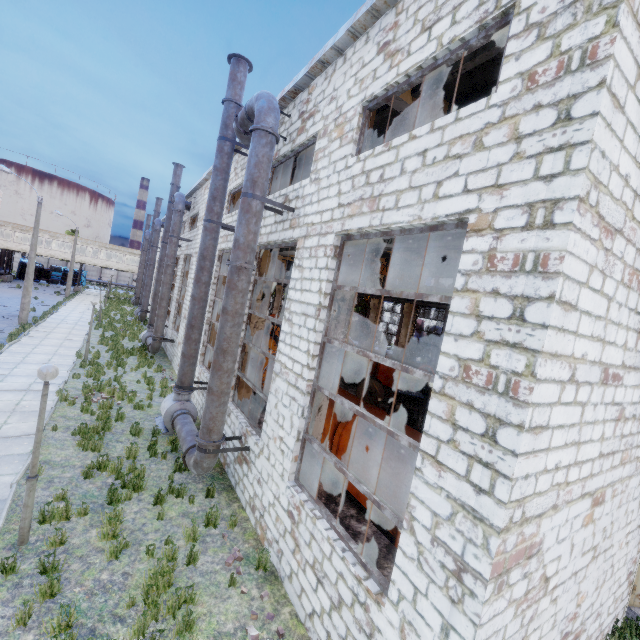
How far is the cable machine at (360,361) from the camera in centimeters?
2141cm

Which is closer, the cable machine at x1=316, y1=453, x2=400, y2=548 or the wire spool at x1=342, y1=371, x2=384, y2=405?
the cable machine at x1=316, y1=453, x2=400, y2=548

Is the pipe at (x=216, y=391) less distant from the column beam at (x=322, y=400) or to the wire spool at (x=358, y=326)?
the column beam at (x=322, y=400)

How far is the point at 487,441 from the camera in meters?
3.4 m

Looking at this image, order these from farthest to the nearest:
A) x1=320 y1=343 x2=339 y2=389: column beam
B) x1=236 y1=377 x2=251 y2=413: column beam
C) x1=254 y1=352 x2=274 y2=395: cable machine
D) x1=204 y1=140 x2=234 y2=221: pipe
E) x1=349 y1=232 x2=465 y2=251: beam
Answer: x1=254 y1=352 x2=274 y2=395: cable machine, x1=236 y1=377 x2=251 y2=413: column beam, x1=204 y1=140 x2=234 y2=221: pipe, x1=320 y1=343 x2=339 y2=389: column beam, x1=349 y1=232 x2=465 y2=251: beam

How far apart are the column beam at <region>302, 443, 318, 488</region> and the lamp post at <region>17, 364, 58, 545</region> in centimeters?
454cm

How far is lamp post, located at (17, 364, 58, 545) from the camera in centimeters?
581cm

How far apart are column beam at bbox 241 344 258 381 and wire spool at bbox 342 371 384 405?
7.3 meters
